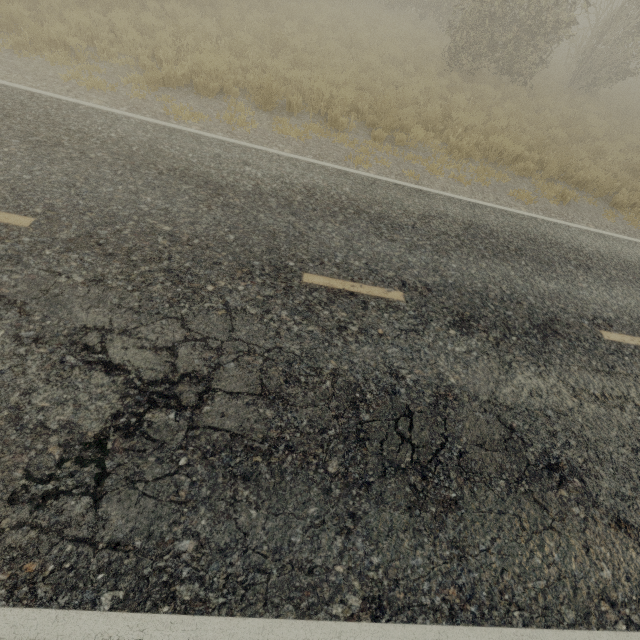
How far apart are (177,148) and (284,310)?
4.1m
